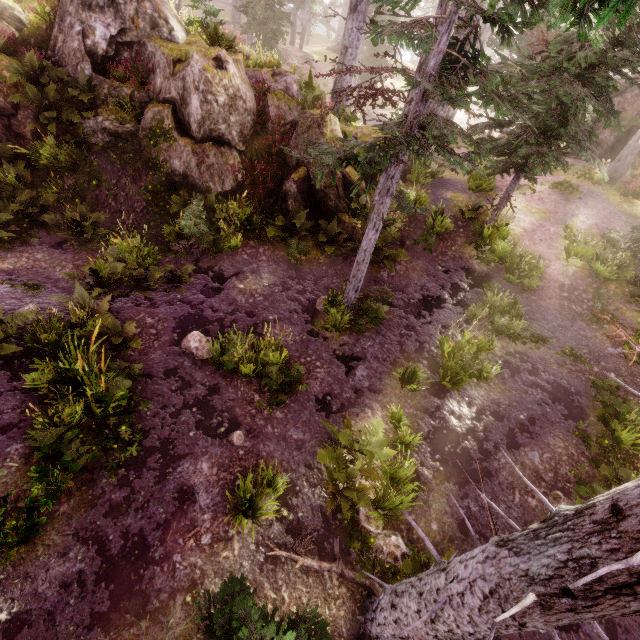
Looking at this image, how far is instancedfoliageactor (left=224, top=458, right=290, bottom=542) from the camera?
5.2 meters

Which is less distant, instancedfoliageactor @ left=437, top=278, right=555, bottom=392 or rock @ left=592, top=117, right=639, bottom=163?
instancedfoliageactor @ left=437, top=278, right=555, bottom=392

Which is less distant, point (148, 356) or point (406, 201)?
point (148, 356)

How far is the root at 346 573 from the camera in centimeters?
521cm

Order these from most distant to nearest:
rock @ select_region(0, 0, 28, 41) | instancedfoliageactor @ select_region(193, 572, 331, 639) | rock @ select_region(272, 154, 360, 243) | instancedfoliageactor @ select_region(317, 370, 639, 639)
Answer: rock @ select_region(272, 154, 360, 243)
rock @ select_region(0, 0, 28, 41)
instancedfoliageactor @ select_region(193, 572, 331, 639)
instancedfoliageactor @ select_region(317, 370, 639, 639)

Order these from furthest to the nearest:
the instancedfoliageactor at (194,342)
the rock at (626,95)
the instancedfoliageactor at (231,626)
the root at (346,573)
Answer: the rock at (626,95) → the instancedfoliageactor at (194,342) → the root at (346,573) → the instancedfoliageactor at (231,626)

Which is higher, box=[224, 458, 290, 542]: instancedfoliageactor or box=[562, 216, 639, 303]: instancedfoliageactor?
box=[562, 216, 639, 303]: instancedfoliageactor

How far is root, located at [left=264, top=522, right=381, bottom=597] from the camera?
5.2m
